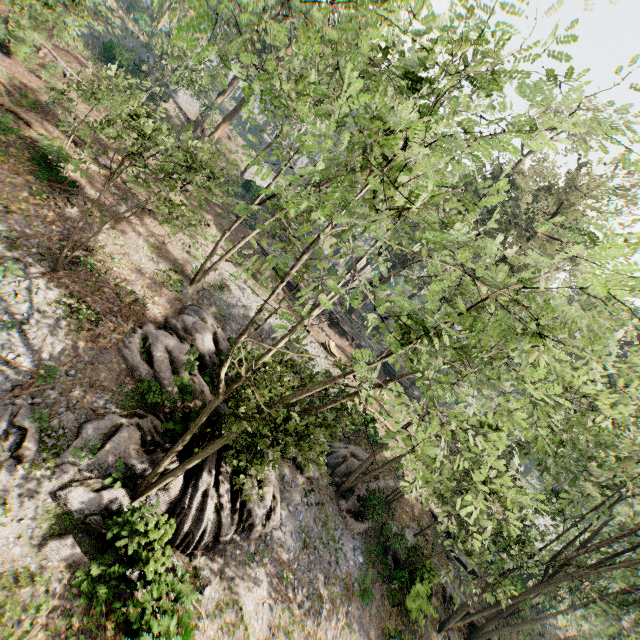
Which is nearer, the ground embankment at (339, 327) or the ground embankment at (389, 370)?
the ground embankment at (339, 327)

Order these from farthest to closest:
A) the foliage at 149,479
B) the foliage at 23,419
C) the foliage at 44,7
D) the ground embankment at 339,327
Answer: the ground embankment at 339,327 < the foliage at 44,7 < the foliage at 23,419 < the foliage at 149,479

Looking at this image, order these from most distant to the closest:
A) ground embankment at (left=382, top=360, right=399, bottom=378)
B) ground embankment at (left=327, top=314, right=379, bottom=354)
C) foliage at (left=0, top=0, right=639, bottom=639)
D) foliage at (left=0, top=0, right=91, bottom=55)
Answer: ground embankment at (left=382, top=360, right=399, bottom=378)
ground embankment at (left=327, top=314, right=379, bottom=354)
foliage at (left=0, top=0, right=91, bottom=55)
foliage at (left=0, top=0, right=639, bottom=639)

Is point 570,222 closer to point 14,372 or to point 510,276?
point 510,276

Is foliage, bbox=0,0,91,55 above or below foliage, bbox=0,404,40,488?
above

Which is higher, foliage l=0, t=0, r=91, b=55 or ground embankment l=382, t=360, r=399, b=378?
foliage l=0, t=0, r=91, b=55

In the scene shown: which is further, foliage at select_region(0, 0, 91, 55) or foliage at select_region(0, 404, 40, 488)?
foliage at select_region(0, 0, 91, 55)

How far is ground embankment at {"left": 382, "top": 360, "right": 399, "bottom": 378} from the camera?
41.2m
